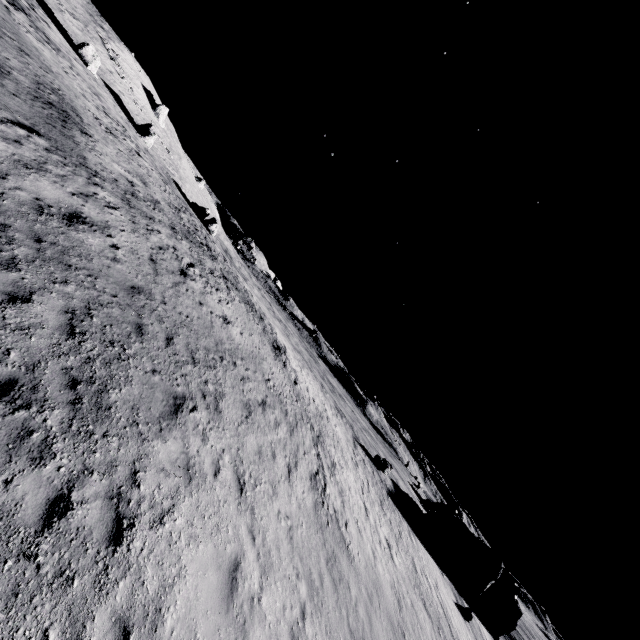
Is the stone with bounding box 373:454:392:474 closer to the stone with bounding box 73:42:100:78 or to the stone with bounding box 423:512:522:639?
the stone with bounding box 423:512:522:639

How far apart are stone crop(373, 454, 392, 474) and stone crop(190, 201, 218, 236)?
37.9m

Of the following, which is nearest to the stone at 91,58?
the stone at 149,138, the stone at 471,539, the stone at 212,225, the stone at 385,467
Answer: the stone at 149,138

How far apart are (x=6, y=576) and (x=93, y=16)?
73.9 meters

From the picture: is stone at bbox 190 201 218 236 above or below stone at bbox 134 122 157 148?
below

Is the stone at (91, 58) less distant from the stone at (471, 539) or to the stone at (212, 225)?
the stone at (212, 225)

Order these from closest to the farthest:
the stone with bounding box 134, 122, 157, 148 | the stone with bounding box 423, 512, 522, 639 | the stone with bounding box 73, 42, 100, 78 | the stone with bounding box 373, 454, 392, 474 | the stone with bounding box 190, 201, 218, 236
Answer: the stone with bounding box 73, 42, 100, 78 < the stone with bounding box 373, 454, 392, 474 < the stone with bounding box 423, 512, 522, 639 < the stone with bounding box 134, 122, 157, 148 < the stone with bounding box 190, 201, 218, 236

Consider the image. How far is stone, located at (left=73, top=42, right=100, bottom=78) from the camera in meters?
33.9
